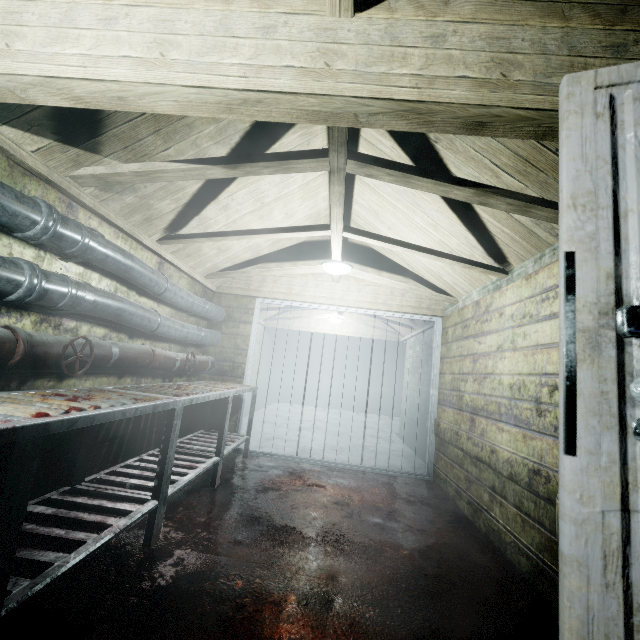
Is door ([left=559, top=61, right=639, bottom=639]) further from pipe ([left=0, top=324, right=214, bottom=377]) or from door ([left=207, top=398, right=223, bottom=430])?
door ([left=207, top=398, right=223, bottom=430])

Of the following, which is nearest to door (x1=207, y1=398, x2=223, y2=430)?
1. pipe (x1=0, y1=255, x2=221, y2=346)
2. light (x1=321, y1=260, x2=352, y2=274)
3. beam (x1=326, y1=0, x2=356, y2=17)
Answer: pipe (x1=0, y1=255, x2=221, y2=346)

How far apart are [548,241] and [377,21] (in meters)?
1.74

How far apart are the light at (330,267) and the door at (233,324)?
1.01m

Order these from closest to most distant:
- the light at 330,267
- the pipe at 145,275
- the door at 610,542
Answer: the door at 610,542
the pipe at 145,275
the light at 330,267

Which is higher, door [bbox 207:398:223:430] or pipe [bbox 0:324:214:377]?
pipe [bbox 0:324:214:377]

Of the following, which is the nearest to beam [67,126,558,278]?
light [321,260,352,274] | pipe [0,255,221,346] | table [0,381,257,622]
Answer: light [321,260,352,274]

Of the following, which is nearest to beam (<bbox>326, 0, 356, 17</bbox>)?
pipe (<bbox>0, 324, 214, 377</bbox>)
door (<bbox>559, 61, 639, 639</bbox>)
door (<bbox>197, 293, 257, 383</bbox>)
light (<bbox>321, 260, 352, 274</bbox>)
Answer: door (<bbox>559, 61, 639, 639</bbox>)
